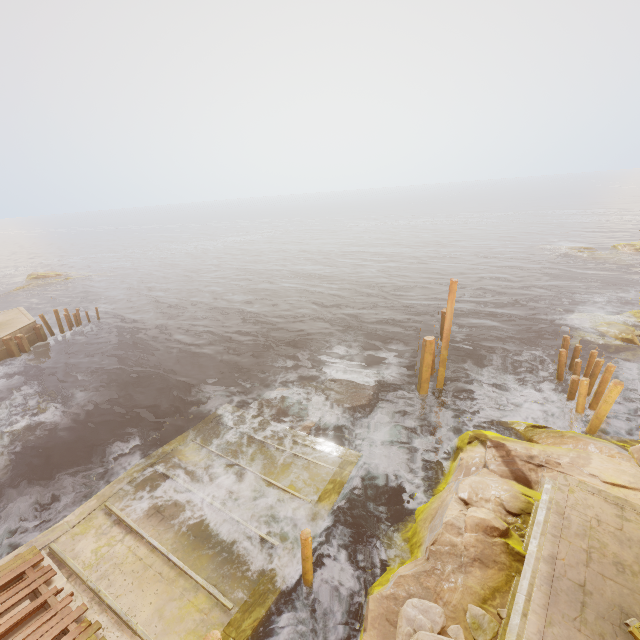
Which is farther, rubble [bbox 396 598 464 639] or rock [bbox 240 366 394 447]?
rock [bbox 240 366 394 447]

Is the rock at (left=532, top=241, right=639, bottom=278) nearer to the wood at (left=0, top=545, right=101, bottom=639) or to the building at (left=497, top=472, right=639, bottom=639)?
the building at (left=497, top=472, right=639, bottom=639)

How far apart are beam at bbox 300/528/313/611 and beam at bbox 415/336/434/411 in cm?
855

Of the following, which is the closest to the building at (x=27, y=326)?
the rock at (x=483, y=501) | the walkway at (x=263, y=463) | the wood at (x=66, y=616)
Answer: the walkway at (x=263, y=463)

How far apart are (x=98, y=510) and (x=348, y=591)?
8.0 meters

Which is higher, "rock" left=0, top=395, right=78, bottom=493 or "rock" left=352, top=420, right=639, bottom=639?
"rock" left=352, top=420, right=639, bottom=639

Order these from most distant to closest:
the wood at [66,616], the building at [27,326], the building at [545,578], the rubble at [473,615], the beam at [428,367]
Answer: the building at [27,326], the beam at [428,367], the wood at [66,616], the rubble at [473,615], the building at [545,578]

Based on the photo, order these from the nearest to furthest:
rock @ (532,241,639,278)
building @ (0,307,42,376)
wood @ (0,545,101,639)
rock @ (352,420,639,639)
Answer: rock @ (352,420,639,639)
wood @ (0,545,101,639)
building @ (0,307,42,376)
rock @ (532,241,639,278)
